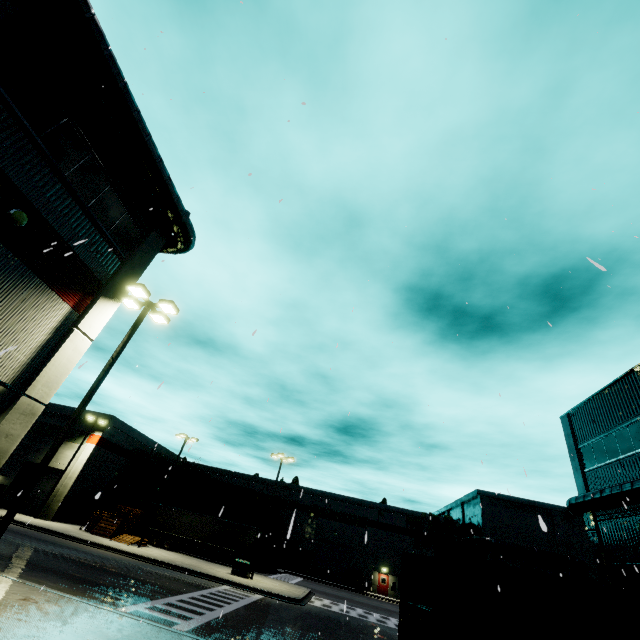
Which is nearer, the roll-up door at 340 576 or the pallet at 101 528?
the pallet at 101 528

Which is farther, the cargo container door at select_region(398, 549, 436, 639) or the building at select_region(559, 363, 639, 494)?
the building at select_region(559, 363, 639, 494)

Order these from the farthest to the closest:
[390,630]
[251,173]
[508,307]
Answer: [390,630], [508,307], [251,173]

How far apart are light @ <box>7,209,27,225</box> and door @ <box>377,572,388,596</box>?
54.7 meters

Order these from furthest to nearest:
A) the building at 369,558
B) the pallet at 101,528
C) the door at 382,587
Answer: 1. the building at 369,558
2. the door at 382,587
3. the pallet at 101,528

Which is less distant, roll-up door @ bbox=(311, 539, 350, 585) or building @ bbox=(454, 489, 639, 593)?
building @ bbox=(454, 489, 639, 593)

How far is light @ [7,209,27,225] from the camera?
8.9 meters

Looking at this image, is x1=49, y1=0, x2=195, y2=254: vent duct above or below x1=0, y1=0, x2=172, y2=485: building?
above
